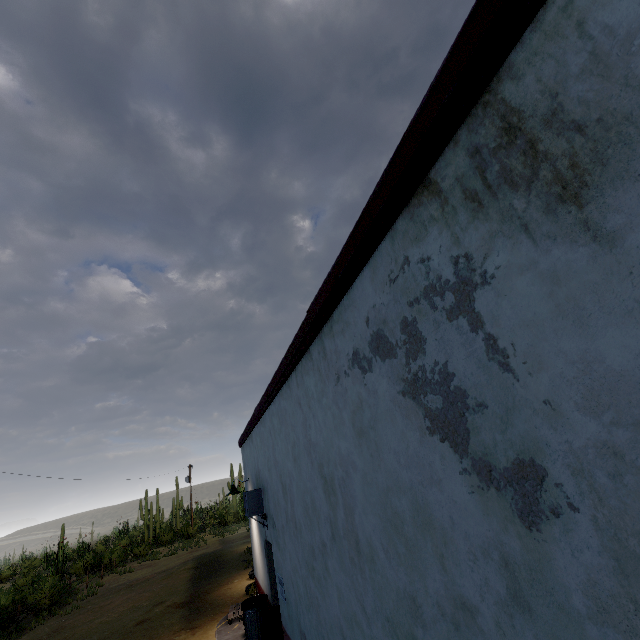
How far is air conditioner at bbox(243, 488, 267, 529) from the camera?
7.5 meters

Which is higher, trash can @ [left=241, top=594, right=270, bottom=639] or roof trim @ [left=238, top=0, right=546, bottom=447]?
roof trim @ [left=238, top=0, right=546, bottom=447]

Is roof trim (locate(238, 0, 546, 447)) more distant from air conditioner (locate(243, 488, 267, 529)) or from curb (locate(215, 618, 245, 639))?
curb (locate(215, 618, 245, 639))

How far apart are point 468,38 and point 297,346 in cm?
322

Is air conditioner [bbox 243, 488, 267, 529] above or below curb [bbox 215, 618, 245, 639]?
above

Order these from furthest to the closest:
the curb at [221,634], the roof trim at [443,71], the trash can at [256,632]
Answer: the curb at [221,634], the trash can at [256,632], the roof trim at [443,71]

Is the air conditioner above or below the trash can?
above

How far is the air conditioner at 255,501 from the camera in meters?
7.5
